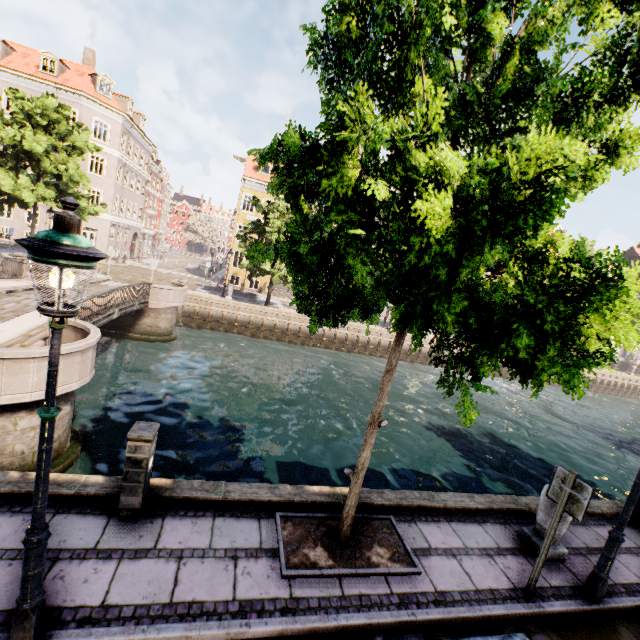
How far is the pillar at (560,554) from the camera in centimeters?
520cm

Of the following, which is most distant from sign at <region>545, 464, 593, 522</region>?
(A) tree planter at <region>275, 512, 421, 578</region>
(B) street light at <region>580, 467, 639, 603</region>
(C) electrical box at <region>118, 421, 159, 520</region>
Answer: (C) electrical box at <region>118, 421, 159, 520</region>

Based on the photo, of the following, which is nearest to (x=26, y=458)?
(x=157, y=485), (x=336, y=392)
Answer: (x=157, y=485)

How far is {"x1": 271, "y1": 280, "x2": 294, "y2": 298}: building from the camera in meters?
34.6

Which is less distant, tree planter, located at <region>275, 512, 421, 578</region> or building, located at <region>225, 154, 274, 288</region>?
tree planter, located at <region>275, 512, 421, 578</region>

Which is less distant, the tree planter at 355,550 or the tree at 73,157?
the tree planter at 355,550

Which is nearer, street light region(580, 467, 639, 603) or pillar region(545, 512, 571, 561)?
street light region(580, 467, 639, 603)

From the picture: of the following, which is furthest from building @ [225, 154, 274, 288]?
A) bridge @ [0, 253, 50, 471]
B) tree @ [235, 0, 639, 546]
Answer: bridge @ [0, 253, 50, 471]
